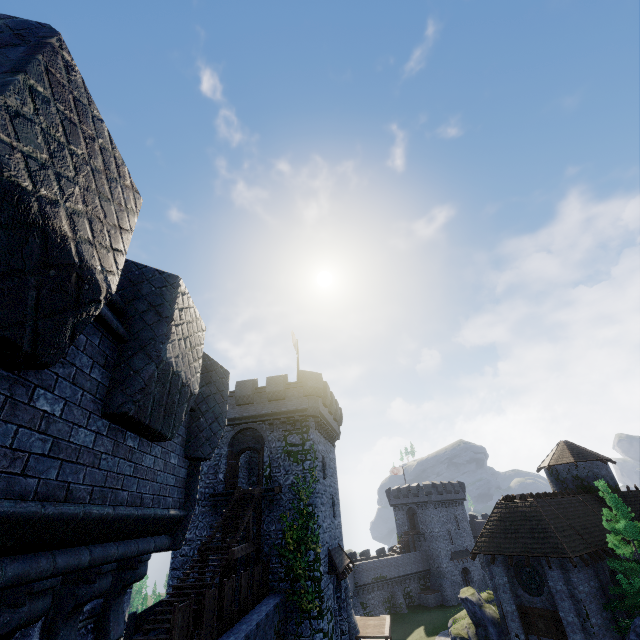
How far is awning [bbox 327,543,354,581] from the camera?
20.1m

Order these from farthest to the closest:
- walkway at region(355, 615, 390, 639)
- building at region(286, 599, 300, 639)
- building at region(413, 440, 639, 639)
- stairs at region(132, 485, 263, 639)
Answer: walkway at region(355, 615, 390, 639) → building at region(413, 440, 639, 639) → building at region(286, 599, 300, 639) → stairs at region(132, 485, 263, 639)

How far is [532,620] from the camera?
21.1m

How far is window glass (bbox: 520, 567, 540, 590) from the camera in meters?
21.6

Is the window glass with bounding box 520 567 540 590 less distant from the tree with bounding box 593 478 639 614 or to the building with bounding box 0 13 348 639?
the tree with bounding box 593 478 639 614

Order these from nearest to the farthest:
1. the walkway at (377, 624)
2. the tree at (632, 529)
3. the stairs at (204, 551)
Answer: the stairs at (204, 551)
the tree at (632, 529)
the walkway at (377, 624)

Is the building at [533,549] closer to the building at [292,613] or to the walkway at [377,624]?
the walkway at [377,624]

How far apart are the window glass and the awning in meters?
11.6 m
